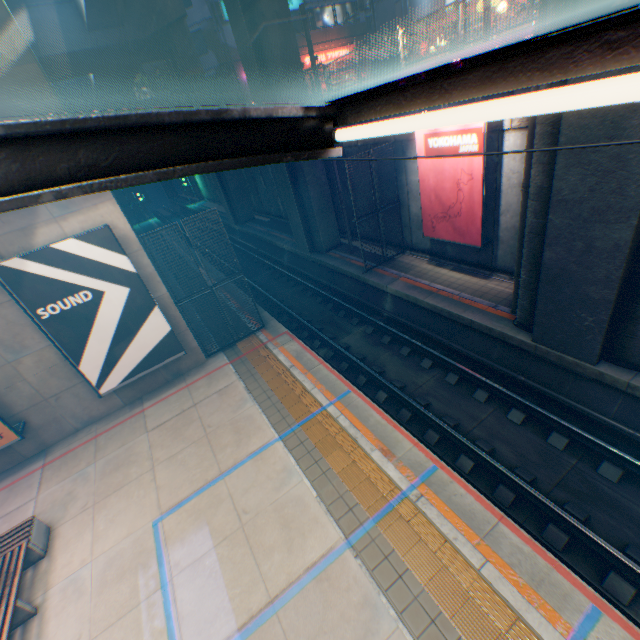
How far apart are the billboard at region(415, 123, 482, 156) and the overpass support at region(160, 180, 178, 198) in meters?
58.5 m

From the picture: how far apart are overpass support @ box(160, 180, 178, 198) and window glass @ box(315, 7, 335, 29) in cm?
3598

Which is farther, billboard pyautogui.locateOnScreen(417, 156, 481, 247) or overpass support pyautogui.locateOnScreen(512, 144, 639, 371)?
billboard pyautogui.locateOnScreen(417, 156, 481, 247)

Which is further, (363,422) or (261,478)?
(363,422)

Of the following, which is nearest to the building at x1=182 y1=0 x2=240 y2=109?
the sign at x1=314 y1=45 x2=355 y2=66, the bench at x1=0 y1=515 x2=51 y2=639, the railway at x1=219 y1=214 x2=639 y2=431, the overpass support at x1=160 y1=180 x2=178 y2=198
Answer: the sign at x1=314 y1=45 x2=355 y2=66

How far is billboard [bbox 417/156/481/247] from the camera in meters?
10.4 m

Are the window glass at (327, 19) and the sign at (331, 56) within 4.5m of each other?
yes

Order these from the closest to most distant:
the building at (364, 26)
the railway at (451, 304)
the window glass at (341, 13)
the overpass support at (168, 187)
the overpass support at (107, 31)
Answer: the railway at (451, 304) → the overpass support at (107, 31) → the building at (364, 26) → the window glass at (341, 13) → the overpass support at (168, 187)
